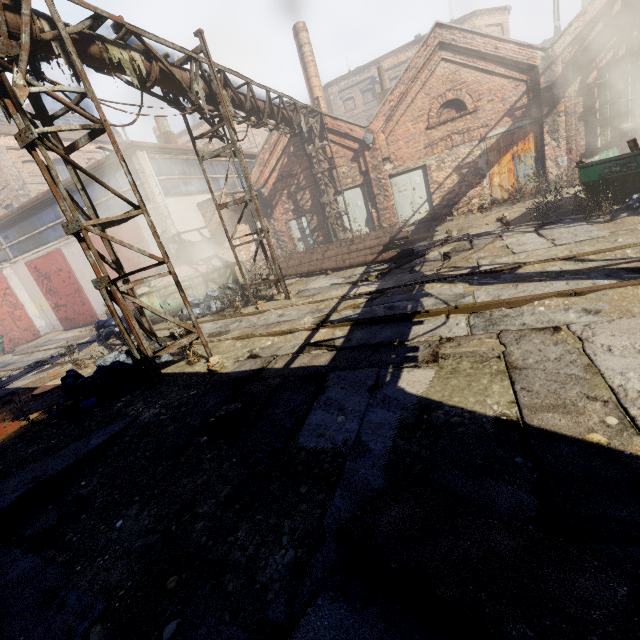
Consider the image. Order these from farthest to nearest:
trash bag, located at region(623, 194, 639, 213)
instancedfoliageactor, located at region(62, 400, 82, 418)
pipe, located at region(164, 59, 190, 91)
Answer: trash bag, located at region(623, 194, 639, 213), pipe, located at region(164, 59, 190, 91), instancedfoliageactor, located at region(62, 400, 82, 418)

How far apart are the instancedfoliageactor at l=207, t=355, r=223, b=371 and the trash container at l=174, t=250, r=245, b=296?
6.4 meters

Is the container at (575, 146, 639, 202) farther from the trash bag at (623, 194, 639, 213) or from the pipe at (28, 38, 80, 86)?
the pipe at (28, 38, 80, 86)

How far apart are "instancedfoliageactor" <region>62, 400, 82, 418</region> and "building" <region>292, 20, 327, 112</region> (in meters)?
21.73

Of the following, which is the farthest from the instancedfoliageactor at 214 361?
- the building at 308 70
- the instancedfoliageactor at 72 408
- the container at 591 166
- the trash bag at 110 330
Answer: the building at 308 70

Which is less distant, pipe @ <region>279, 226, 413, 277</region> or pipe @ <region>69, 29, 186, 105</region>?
pipe @ <region>69, 29, 186, 105</region>

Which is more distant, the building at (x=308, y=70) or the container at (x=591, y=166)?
the building at (x=308, y=70)

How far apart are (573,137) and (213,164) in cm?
1629
